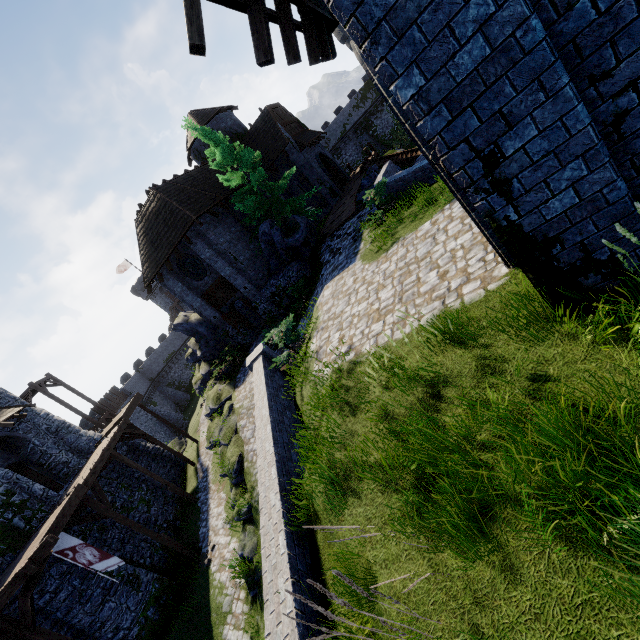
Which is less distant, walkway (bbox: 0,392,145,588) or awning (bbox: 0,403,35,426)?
walkway (bbox: 0,392,145,588)

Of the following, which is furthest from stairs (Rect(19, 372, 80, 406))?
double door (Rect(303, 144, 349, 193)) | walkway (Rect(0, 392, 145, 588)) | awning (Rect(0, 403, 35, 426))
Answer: double door (Rect(303, 144, 349, 193))

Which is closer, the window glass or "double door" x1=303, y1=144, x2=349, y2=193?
the window glass

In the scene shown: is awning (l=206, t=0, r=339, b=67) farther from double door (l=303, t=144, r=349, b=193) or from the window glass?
double door (l=303, t=144, r=349, b=193)

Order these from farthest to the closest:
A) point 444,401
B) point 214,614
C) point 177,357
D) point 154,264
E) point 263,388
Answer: point 177,357
point 154,264
point 214,614
point 263,388
point 444,401

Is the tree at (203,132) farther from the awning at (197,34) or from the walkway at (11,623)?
the walkway at (11,623)

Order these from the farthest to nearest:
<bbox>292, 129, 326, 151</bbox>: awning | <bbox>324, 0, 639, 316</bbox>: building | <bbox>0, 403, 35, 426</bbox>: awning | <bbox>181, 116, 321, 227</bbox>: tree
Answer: <bbox>292, 129, 326, 151</bbox>: awning < <bbox>181, 116, 321, 227</bbox>: tree < <bbox>0, 403, 35, 426</bbox>: awning < <bbox>324, 0, 639, 316</bbox>: building

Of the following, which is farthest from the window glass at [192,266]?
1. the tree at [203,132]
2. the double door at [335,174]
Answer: the double door at [335,174]
